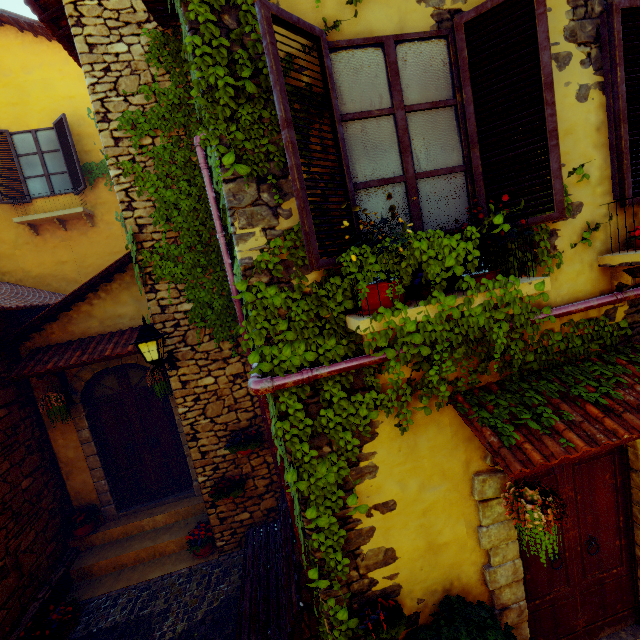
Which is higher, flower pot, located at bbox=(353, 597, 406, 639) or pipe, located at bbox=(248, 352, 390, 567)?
pipe, located at bbox=(248, 352, 390, 567)

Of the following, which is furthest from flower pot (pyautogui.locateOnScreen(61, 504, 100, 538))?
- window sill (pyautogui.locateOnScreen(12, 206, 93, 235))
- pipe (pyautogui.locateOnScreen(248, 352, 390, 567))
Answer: window sill (pyautogui.locateOnScreen(12, 206, 93, 235))

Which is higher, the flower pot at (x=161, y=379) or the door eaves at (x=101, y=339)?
the door eaves at (x=101, y=339)

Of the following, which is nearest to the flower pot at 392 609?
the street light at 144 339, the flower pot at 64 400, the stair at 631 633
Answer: the stair at 631 633

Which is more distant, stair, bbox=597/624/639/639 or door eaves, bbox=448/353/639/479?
stair, bbox=597/624/639/639

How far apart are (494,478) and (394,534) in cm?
108

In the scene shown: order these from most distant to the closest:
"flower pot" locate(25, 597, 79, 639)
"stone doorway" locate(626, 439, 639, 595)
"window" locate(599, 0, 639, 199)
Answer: "flower pot" locate(25, 597, 79, 639) < "stone doorway" locate(626, 439, 639, 595) < "window" locate(599, 0, 639, 199)

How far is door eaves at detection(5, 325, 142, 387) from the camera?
5.2 meters
